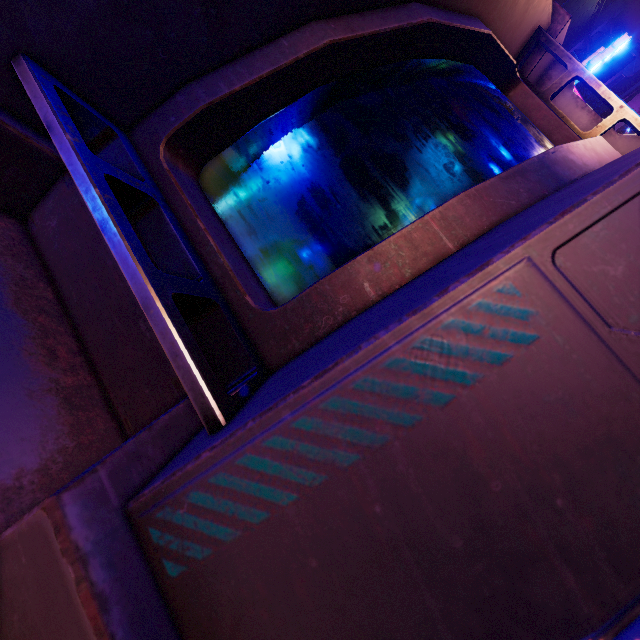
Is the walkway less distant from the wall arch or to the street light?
the wall arch

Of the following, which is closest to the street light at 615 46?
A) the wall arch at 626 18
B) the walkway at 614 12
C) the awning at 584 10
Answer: the wall arch at 626 18

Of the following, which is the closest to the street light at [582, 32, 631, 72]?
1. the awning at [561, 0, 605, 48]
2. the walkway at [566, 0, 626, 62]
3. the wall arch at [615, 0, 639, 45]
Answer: the wall arch at [615, 0, 639, 45]

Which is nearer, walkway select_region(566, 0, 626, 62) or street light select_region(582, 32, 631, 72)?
street light select_region(582, 32, 631, 72)

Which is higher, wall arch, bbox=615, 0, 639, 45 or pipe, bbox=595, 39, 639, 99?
wall arch, bbox=615, 0, 639, 45

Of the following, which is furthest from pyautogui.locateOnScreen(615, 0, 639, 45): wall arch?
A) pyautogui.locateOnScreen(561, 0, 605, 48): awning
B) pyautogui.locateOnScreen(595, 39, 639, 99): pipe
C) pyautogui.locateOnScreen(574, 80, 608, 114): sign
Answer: pyautogui.locateOnScreen(574, 80, 608, 114): sign

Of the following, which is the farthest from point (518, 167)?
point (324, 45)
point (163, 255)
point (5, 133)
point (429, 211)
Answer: point (5, 133)

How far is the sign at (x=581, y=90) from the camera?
21.0 meters
